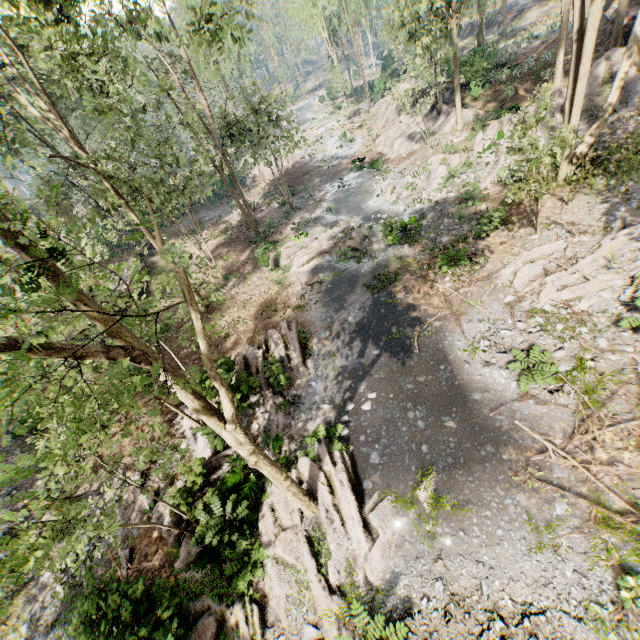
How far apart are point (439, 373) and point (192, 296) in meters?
9.8

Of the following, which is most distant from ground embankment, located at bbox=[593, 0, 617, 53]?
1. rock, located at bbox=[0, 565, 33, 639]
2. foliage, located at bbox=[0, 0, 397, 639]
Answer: rock, located at bbox=[0, 565, 33, 639]

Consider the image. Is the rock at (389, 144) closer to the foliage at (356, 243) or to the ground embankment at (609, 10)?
the foliage at (356, 243)

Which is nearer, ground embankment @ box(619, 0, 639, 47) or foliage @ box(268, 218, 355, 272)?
ground embankment @ box(619, 0, 639, 47)

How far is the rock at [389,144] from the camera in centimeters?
2559cm

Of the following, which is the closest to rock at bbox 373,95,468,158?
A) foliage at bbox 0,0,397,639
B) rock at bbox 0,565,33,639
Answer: foliage at bbox 0,0,397,639

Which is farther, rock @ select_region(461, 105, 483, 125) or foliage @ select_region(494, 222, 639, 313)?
rock @ select_region(461, 105, 483, 125)
